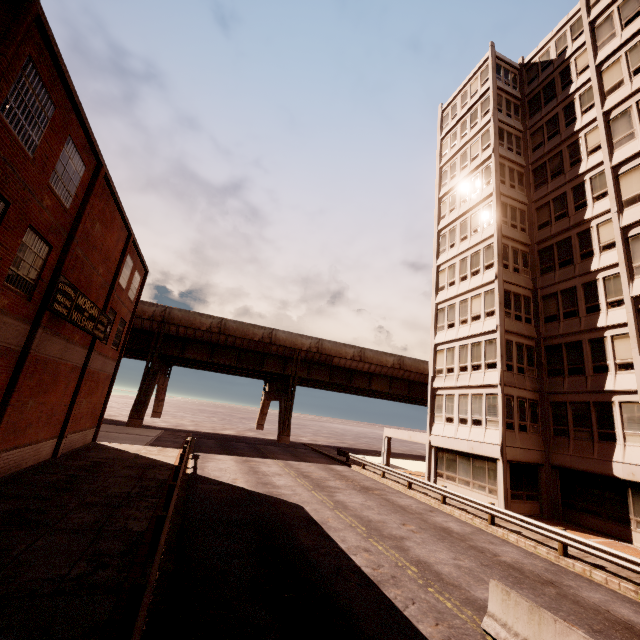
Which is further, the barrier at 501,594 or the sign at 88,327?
the sign at 88,327

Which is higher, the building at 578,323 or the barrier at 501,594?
the building at 578,323

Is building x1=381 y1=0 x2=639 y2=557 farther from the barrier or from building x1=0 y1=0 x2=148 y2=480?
building x1=0 y1=0 x2=148 y2=480

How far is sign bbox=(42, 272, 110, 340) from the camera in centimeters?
1316cm

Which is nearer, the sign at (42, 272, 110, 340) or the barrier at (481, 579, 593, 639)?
the barrier at (481, 579, 593, 639)

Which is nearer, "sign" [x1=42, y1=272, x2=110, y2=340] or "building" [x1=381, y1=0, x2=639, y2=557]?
"sign" [x1=42, y1=272, x2=110, y2=340]

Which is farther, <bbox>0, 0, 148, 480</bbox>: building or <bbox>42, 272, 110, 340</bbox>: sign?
<bbox>42, 272, 110, 340</bbox>: sign

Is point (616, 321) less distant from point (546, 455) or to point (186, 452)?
point (546, 455)
